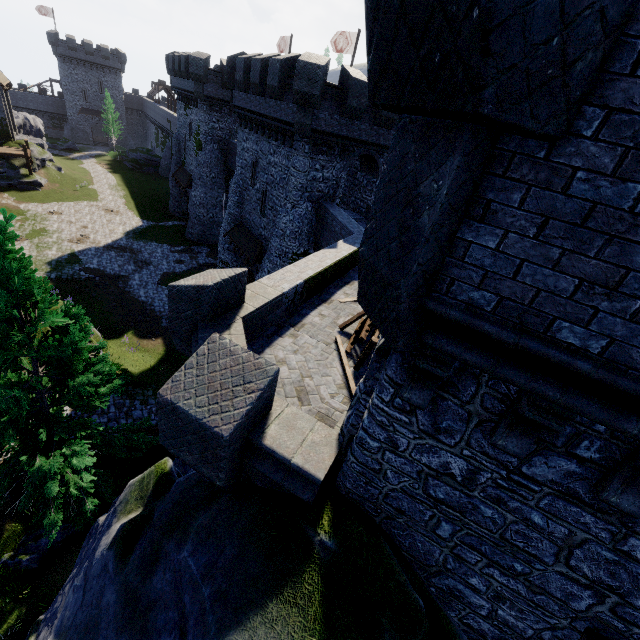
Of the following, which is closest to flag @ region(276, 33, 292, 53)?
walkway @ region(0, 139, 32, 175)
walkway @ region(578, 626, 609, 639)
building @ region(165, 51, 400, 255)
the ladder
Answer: building @ region(165, 51, 400, 255)

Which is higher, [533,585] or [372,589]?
[533,585]

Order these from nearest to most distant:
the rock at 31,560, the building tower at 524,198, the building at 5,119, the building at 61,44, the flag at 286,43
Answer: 1. the building tower at 524,198
2. the rock at 31,560
3. the flag at 286,43
4. the building at 5,119
5. the building at 61,44

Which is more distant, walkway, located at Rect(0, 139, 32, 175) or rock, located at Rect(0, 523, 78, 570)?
walkway, located at Rect(0, 139, 32, 175)

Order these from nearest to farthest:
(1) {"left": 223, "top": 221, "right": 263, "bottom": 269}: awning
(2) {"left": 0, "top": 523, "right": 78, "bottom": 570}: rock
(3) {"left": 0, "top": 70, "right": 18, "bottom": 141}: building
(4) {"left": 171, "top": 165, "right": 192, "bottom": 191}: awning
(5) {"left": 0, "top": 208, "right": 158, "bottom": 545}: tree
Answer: (5) {"left": 0, "top": 208, "right": 158, "bottom": 545}: tree
(2) {"left": 0, "top": 523, "right": 78, "bottom": 570}: rock
(1) {"left": 223, "top": 221, "right": 263, "bottom": 269}: awning
(4) {"left": 171, "top": 165, "right": 192, "bottom": 191}: awning
(3) {"left": 0, "top": 70, "right": 18, "bottom": 141}: building

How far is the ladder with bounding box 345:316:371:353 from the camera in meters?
8.9 m

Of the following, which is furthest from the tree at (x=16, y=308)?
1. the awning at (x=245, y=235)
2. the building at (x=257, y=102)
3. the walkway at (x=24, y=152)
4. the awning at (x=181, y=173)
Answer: the walkway at (x=24, y=152)

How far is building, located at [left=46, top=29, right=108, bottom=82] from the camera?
56.4m
